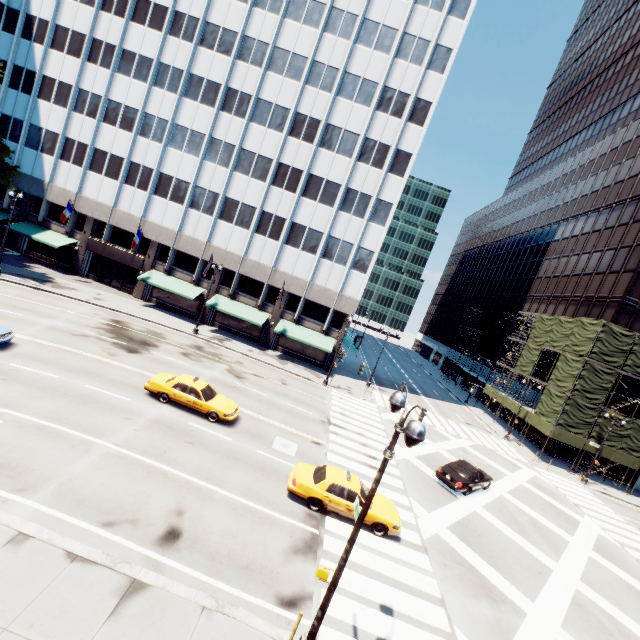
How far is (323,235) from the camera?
35.53m

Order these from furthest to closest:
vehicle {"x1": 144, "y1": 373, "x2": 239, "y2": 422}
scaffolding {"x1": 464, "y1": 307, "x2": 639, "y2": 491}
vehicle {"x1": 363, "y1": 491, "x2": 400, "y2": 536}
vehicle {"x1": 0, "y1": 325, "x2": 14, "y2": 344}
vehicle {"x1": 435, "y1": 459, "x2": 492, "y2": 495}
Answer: scaffolding {"x1": 464, "y1": 307, "x2": 639, "y2": 491} < vehicle {"x1": 435, "y1": 459, "x2": 492, "y2": 495} < vehicle {"x1": 144, "y1": 373, "x2": 239, "y2": 422} < vehicle {"x1": 0, "y1": 325, "x2": 14, "y2": 344} < vehicle {"x1": 363, "y1": 491, "x2": 400, "y2": 536}

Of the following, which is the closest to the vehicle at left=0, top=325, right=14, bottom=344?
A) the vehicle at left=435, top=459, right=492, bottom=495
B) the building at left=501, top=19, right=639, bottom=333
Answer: the vehicle at left=435, top=459, right=492, bottom=495

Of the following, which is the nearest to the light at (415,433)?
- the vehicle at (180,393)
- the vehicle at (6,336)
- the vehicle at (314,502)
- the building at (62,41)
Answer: the vehicle at (314,502)

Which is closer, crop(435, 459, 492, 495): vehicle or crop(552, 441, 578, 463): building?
crop(435, 459, 492, 495): vehicle

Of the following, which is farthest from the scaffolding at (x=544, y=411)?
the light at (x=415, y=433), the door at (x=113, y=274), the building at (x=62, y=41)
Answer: the door at (x=113, y=274)

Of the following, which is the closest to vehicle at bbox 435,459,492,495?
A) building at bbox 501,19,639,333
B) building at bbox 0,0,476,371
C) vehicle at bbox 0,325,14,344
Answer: building at bbox 0,0,476,371

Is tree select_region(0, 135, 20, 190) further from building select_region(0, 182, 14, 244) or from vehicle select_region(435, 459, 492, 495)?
vehicle select_region(435, 459, 492, 495)
